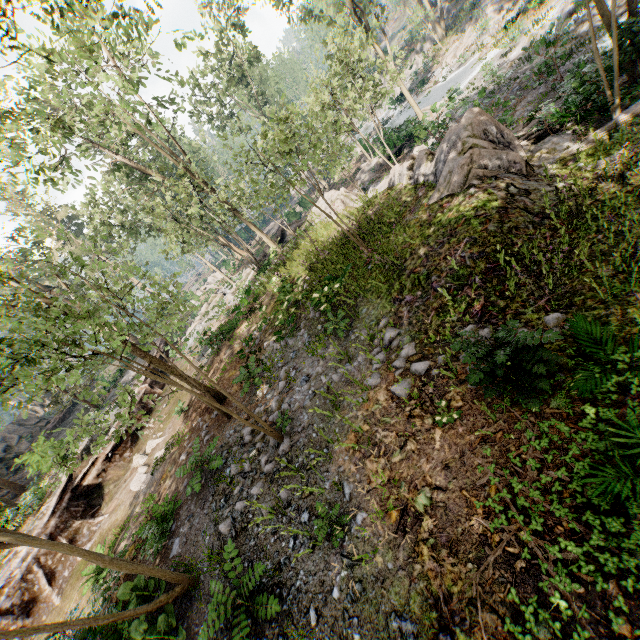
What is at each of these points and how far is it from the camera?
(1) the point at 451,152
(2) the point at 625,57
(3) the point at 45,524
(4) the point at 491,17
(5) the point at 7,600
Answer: (1) rock, 9.74m
(2) foliage, 10.39m
(3) ground embankment, 13.52m
(4) foliage, 29.91m
(5) ground embankment, 11.84m

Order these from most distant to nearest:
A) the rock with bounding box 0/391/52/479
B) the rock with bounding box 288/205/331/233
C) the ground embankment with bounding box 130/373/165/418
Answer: the rock with bounding box 0/391/52/479
the ground embankment with bounding box 130/373/165/418
the rock with bounding box 288/205/331/233

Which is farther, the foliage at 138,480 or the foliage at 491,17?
the foliage at 491,17

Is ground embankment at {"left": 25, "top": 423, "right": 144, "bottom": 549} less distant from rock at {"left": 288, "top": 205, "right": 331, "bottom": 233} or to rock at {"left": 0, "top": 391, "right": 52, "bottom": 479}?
rock at {"left": 288, "top": 205, "right": 331, "bottom": 233}

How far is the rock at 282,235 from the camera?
24.79m

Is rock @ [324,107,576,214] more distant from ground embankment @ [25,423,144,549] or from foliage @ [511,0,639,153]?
ground embankment @ [25,423,144,549]

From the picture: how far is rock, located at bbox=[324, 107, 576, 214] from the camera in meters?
9.3 m
